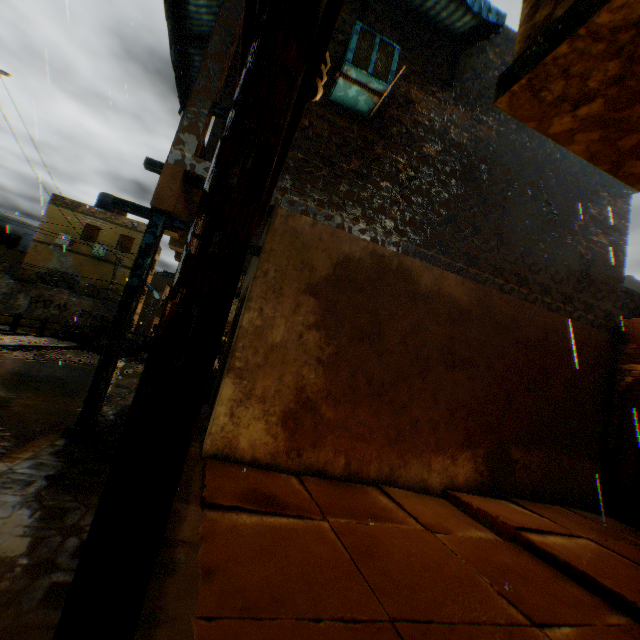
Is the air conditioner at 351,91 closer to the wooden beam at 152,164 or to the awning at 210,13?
the awning at 210,13

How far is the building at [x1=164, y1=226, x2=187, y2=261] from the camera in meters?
5.4

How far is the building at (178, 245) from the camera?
5.4 meters

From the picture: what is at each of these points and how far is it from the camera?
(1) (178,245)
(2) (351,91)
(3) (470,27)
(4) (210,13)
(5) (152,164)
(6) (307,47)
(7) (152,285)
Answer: (1) building, 6.21m
(2) air conditioner, 5.17m
(3) awning, 5.62m
(4) awning, 6.56m
(5) wooden beam, 4.59m
(6) electric pole, 1.15m
(7) building, 44.81m

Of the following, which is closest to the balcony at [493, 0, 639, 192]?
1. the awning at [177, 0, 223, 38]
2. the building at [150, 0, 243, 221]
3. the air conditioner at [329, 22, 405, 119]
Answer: the building at [150, 0, 243, 221]

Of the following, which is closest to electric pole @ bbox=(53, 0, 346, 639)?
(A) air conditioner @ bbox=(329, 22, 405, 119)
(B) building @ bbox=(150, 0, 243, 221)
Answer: (B) building @ bbox=(150, 0, 243, 221)

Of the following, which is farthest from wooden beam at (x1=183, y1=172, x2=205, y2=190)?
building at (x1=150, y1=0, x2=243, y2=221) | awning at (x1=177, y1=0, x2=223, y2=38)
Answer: awning at (x1=177, y1=0, x2=223, y2=38)
